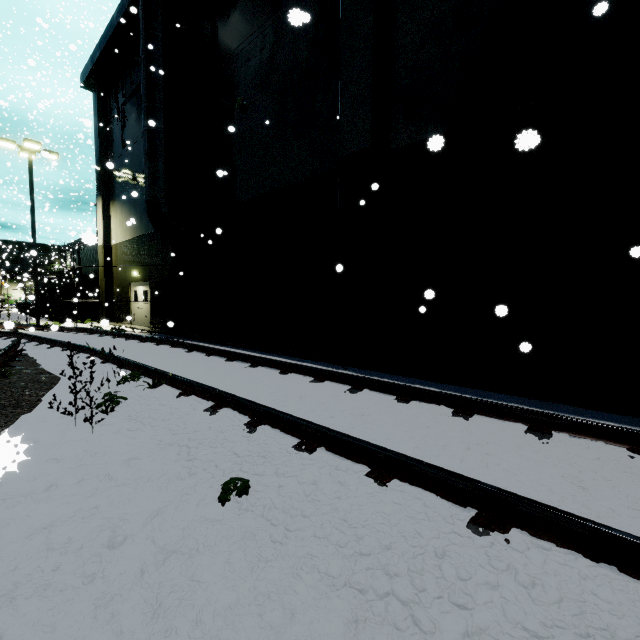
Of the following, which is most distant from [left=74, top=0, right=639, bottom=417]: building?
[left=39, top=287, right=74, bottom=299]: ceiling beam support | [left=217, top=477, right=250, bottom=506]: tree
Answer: [left=217, top=477, right=250, bottom=506]: tree

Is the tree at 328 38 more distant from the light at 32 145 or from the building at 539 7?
the light at 32 145

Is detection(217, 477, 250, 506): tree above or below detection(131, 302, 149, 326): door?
below

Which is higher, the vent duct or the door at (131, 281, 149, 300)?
the vent duct

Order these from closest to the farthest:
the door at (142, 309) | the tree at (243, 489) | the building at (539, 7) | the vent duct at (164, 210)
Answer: the tree at (243, 489) → the building at (539, 7) → the vent duct at (164, 210) → the door at (142, 309)

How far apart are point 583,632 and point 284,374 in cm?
529

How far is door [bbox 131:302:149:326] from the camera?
17.39m

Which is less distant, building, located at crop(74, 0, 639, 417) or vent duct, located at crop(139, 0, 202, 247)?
building, located at crop(74, 0, 639, 417)
